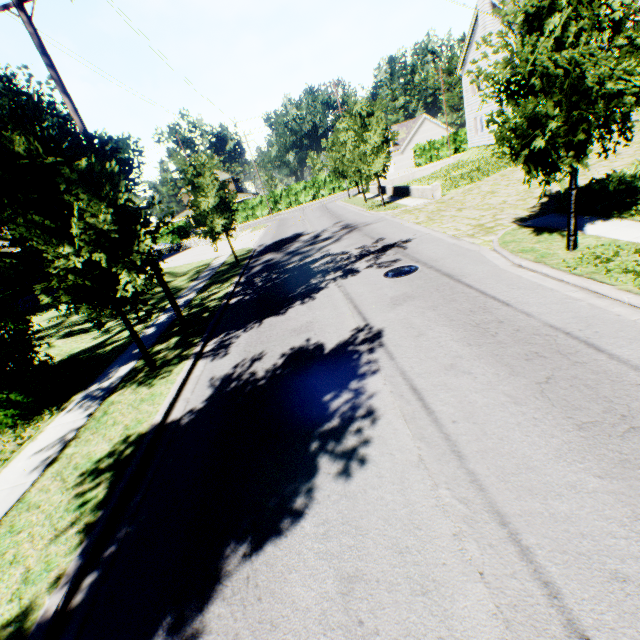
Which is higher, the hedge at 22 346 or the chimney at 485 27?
the chimney at 485 27

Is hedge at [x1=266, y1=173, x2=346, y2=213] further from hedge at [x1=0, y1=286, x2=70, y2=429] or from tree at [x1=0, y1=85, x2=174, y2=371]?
hedge at [x1=0, y1=286, x2=70, y2=429]

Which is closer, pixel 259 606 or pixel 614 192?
pixel 259 606

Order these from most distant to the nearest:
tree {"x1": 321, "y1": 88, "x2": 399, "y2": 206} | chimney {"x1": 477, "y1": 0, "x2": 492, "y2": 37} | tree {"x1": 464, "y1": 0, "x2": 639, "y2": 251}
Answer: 1. chimney {"x1": 477, "y1": 0, "x2": 492, "y2": 37}
2. tree {"x1": 321, "y1": 88, "x2": 399, "y2": 206}
3. tree {"x1": 464, "y1": 0, "x2": 639, "y2": 251}

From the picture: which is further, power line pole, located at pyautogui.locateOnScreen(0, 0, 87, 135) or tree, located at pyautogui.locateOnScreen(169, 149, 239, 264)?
tree, located at pyautogui.locateOnScreen(169, 149, 239, 264)

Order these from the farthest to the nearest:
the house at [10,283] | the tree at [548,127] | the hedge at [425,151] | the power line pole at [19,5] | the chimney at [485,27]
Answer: the hedge at [425,151], the chimney at [485,27], the house at [10,283], the power line pole at [19,5], the tree at [548,127]

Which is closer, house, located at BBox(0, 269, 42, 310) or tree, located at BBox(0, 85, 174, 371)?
tree, located at BBox(0, 85, 174, 371)

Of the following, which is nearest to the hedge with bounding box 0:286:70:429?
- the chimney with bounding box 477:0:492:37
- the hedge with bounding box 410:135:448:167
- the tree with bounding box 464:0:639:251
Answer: the tree with bounding box 464:0:639:251
